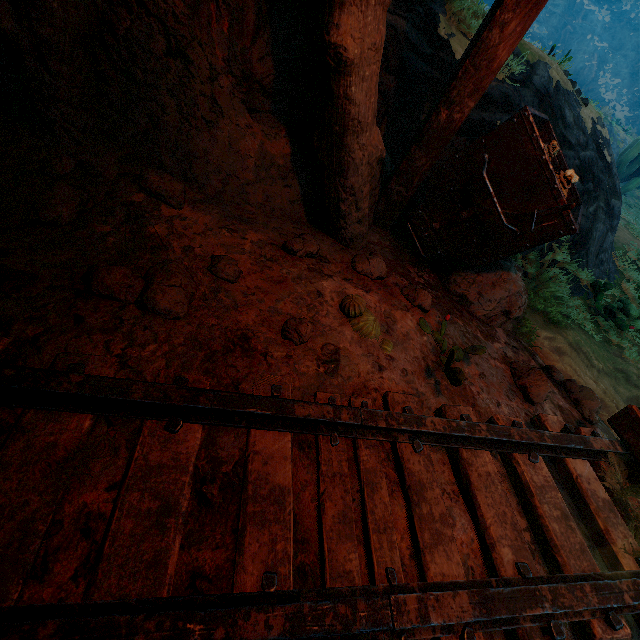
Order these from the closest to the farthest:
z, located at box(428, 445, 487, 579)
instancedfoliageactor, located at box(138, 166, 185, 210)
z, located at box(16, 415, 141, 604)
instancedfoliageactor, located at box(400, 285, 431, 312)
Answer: z, located at box(16, 415, 141, 604), z, located at box(428, 445, 487, 579), instancedfoliageactor, located at box(138, 166, 185, 210), instancedfoliageactor, located at box(400, 285, 431, 312)

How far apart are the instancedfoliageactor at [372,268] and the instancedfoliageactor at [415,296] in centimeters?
19cm

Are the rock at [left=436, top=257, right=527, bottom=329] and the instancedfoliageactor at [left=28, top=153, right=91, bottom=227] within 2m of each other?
no

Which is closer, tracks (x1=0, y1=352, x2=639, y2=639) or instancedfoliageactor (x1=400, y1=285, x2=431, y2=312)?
tracks (x1=0, y1=352, x2=639, y2=639)

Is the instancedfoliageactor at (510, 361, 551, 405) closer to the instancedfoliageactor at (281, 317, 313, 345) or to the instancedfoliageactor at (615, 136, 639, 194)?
the instancedfoliageactor at (281, 317, 313, 345)

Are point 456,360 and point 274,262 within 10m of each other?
yes

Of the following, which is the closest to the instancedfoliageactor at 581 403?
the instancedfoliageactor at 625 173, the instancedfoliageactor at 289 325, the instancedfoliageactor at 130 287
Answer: the instancedfoliageactor at 289 325

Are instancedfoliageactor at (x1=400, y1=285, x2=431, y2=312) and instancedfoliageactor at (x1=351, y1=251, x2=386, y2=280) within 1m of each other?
yes
